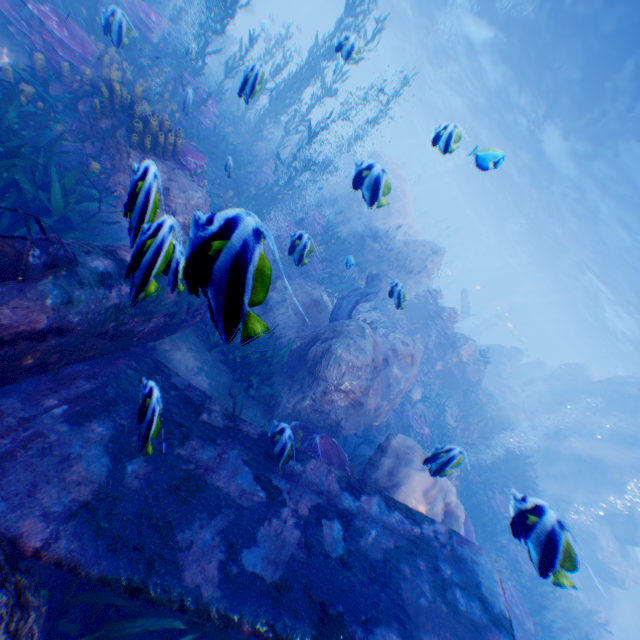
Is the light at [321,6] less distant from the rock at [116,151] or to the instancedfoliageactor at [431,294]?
the rock at [116,151]

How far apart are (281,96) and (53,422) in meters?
15.0

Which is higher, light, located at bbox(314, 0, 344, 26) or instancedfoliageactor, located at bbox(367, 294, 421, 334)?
light, located at bbox(314, 0, 344, 26)

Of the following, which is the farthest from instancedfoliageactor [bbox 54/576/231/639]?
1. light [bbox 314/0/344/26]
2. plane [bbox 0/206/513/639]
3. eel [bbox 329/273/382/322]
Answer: light [bbox 314/0/344/26]

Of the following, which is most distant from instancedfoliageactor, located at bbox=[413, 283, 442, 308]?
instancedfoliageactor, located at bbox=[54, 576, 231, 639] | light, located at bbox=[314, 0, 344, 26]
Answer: light, located at bbox=[314, 0, 344, 26]

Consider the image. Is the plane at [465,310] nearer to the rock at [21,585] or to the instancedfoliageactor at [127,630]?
the rock at [21,585]

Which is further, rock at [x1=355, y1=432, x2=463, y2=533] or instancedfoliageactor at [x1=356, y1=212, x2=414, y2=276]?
instancedfoliageactor at [x1=356, y1=212, x2=414, y2=276]

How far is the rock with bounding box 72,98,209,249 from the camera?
1.8m
